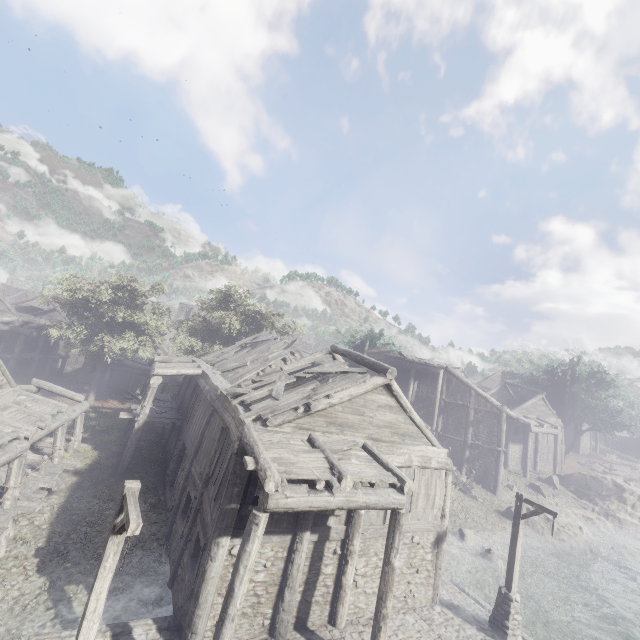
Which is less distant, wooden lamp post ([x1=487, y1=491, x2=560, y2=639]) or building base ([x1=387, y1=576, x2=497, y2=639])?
building base ([x1=387, y1=576, x2=497, y2=639])

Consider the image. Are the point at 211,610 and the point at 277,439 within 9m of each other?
yes

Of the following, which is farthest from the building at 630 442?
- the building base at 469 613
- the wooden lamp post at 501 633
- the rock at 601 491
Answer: the wooden lamp post at 501 633

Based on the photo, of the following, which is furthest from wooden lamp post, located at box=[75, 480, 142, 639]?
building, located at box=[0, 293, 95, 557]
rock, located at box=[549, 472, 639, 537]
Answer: rock, located at box=[549, 472, 639, 537]

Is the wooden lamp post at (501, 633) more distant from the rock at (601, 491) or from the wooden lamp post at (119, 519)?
the rock at (601, 491)

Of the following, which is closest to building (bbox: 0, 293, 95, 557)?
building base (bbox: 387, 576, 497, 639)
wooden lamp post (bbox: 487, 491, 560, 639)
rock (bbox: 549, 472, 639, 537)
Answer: building base (bbox: 387, 576, 497, 639)

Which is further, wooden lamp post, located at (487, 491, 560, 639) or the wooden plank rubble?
wooden lamp post, located at (487, 491, 560, 639)

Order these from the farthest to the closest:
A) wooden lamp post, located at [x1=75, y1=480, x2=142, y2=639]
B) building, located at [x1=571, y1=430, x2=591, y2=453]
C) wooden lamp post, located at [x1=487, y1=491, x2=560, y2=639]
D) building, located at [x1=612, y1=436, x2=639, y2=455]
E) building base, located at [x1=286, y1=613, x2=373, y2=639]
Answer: building, located at [x1=612, y1=436, x2=639, y2=455] → building, located at [x1=571, y1=430, x2=591, y2=453] → wooden lamp post, located at [x1=487, y1=491, x2=560, y2=639] → building base, located at [x1=286, y1=613, x2=373, y2=639] → wooden lamp post, located at [x1=75, y1=480, x2=142, y2=639]
